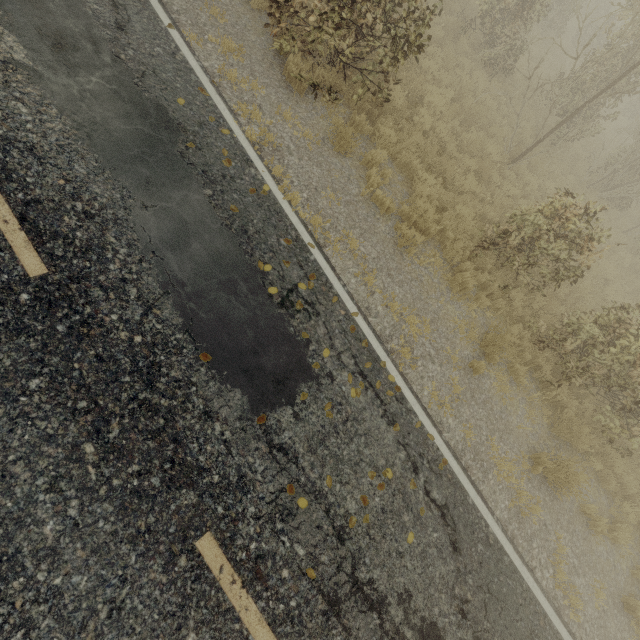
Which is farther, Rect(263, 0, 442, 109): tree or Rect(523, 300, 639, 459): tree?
Rect(523, 300, 639, 459): tree

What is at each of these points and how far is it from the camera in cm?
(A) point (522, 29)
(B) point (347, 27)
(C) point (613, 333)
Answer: (A) tree, 788
(B) tree, 637
(C) tree, 689

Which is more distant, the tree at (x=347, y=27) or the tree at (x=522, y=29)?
the tree at (x=522, y=29)
